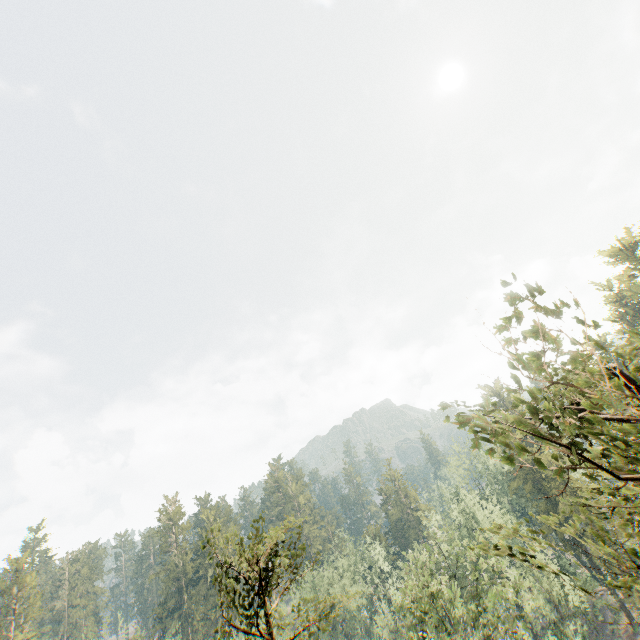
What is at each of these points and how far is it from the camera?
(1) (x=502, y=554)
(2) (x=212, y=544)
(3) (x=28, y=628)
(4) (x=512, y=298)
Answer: (1) foliage, 5.44m
(2) foliage, 13.68m
(3) foliage, 51.78m
(4) foliage, 4.69m

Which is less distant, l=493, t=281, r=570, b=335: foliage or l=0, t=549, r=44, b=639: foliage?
l=493, t=281, r=570, b=335: foliage

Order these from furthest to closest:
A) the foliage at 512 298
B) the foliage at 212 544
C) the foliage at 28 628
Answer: the foliage at 28 628 < the foliage at 212 544 < the foliage at 512 298

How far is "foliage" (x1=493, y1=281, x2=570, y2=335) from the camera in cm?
450

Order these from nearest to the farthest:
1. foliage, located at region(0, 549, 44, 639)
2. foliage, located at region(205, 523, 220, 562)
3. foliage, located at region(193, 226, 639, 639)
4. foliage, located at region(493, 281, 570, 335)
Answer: foliage, located at region(193, 226, 639, 639) → foliage, located at region(493, 281, 570, 335) → foliage, located at region(205, 523, 220, 562) → foliage, located at region(0, 549, 44, 639)

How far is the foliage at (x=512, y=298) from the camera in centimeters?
450cm
